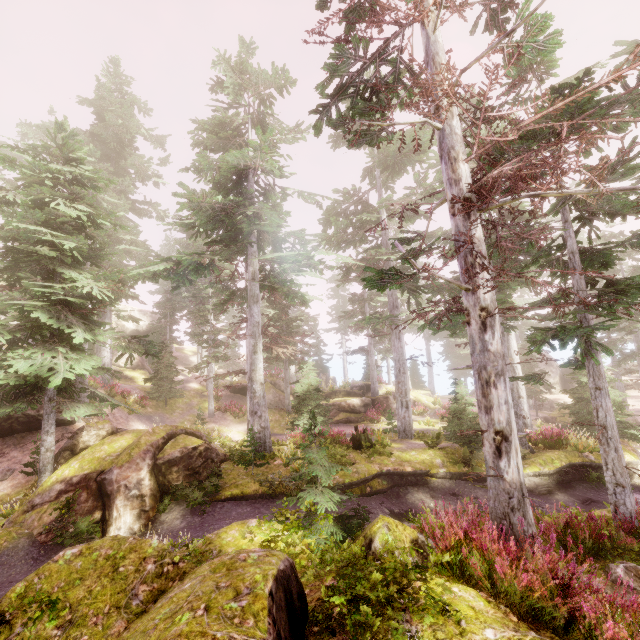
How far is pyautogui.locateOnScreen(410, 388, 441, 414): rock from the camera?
29.5m

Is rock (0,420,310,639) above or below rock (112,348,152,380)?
below

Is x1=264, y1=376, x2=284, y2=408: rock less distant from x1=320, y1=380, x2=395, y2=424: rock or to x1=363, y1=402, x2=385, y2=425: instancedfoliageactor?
x1=363, y1=402, x2=385, y2=425: instancedfoliageactor

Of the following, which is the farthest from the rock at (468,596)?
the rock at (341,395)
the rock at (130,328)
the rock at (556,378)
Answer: the rock at (556,378)

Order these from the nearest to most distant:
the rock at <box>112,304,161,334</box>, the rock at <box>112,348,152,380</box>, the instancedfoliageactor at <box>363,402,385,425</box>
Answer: the instancedfoliageactor at <box>363,402,385,425</box>, the rock at <box>112,348,152,380</box>, the rock at <box>112,304,161,334</box>

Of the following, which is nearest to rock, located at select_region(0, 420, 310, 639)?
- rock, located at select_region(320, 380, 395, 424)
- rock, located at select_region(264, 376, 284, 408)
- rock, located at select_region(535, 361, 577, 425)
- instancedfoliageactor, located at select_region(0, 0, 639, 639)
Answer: instancedfoliageactor, located at select_region(0, 0, 639, 639)

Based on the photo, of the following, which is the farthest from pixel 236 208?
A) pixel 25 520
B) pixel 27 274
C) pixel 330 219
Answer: pixel 25 520

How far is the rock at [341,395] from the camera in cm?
2597
